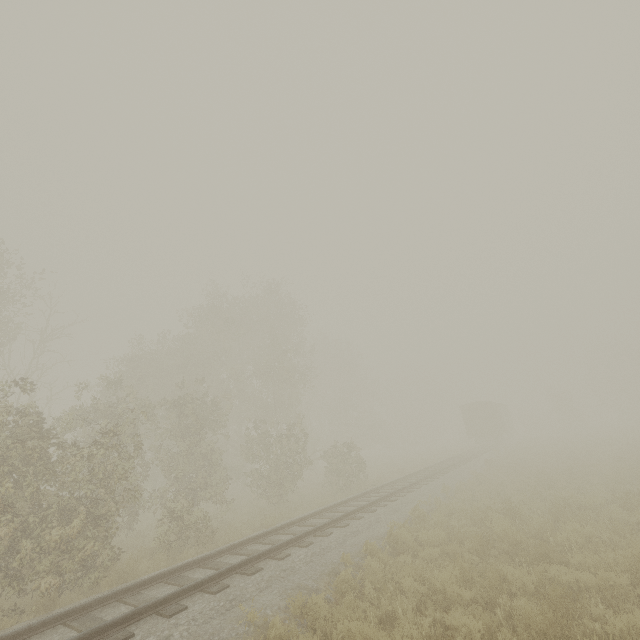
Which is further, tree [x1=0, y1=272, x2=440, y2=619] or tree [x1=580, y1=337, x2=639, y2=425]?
tree [x1=580, y1=337, x2=639, y2=425]

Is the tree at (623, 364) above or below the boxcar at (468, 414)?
above

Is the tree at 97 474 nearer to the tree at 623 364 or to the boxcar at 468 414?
the boxcar at 468 414

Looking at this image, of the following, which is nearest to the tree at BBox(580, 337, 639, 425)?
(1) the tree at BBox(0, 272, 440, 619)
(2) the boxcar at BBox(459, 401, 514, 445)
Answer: (2) the boxcar at BBox(459, 401, 514, 445)

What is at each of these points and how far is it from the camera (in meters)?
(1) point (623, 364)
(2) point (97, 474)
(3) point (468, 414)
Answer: (1) tree, 56.78
(2) tree, 9.64
(3) boxcar, 37.47

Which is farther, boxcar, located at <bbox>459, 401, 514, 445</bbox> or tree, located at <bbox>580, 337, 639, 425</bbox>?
tree, located at <bbox>580, 337, 639, 425</bbox>

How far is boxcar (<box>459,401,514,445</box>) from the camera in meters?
35.9

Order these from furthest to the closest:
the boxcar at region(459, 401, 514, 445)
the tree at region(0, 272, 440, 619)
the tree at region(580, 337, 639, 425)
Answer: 1. the tree at region(580, 337, 639, 425)
2. the boxcar at region(459, 401, 514, 445)
3. the tree at region(0, 272, 440, 619)
